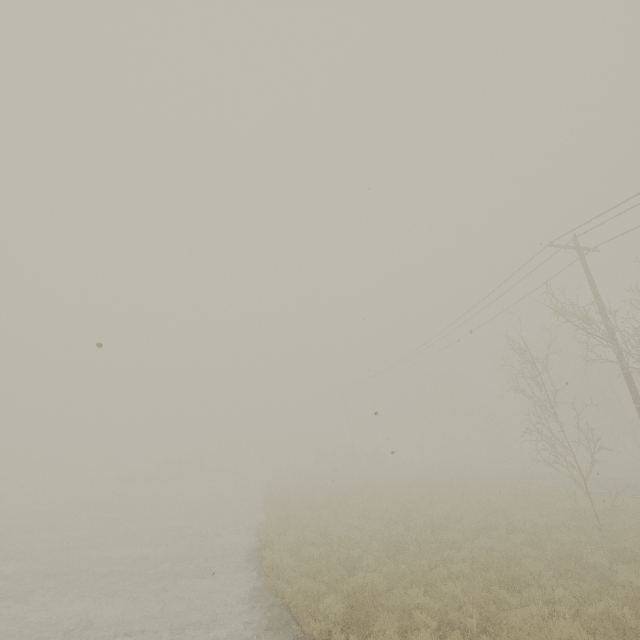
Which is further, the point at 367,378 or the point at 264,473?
the point at 264,473
